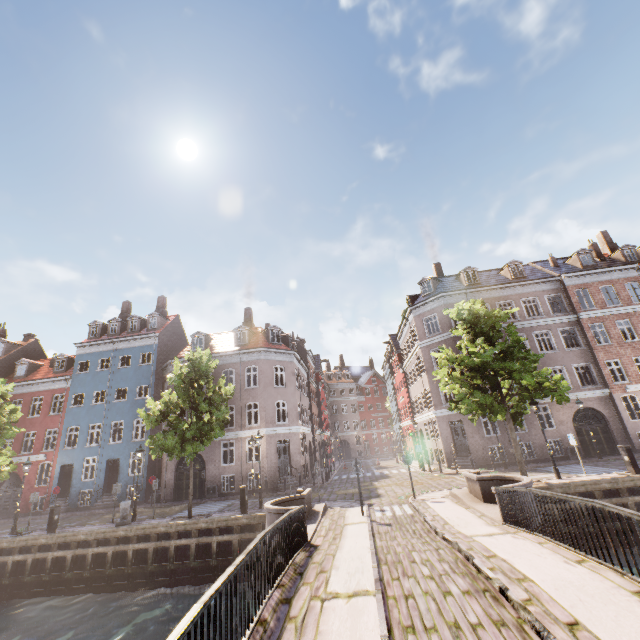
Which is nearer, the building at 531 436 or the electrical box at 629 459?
the electrical box at 629 459

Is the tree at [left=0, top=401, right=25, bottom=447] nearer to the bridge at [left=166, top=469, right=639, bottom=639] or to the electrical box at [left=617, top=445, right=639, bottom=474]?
the bridge at [left=166, top=469, right=639, bottom=639]

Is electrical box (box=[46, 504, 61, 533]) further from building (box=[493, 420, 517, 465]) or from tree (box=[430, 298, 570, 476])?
building (box=[493, 420, 517, 465])

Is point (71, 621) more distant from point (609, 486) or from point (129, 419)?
point (609, 486)

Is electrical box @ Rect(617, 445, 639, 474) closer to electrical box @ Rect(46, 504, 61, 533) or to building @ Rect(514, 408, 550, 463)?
building @ Rect(514, 408, 550, 463)

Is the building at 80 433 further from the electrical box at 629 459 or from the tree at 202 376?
the electrical box at 629 459

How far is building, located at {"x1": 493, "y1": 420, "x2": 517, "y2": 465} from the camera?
23.1 meters
